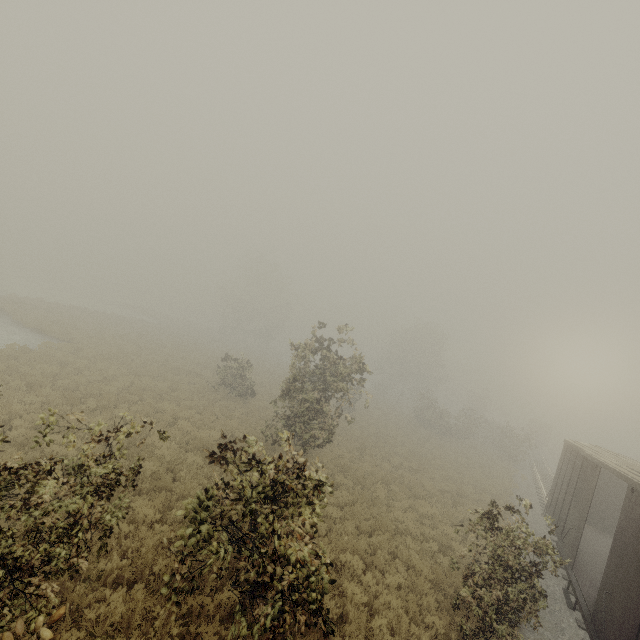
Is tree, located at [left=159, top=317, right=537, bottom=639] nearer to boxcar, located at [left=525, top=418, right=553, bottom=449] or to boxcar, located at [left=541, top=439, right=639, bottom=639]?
boxcar, located at [left=541, top=439, right=639, bottom=639]

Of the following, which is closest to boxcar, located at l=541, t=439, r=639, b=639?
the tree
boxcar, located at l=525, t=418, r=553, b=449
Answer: the tree

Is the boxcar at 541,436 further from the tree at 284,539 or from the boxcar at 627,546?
the boxcar at 627,546

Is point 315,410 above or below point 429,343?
below

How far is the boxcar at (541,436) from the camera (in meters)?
54.19

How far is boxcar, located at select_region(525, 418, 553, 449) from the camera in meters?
54.2 m

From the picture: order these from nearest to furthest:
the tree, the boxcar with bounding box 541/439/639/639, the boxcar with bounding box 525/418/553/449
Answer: the tree < the boxcar with bounding box 541/439/639/639 < the boxcar with bounding box 525/418/553/449

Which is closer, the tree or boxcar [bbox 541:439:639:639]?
the tree
